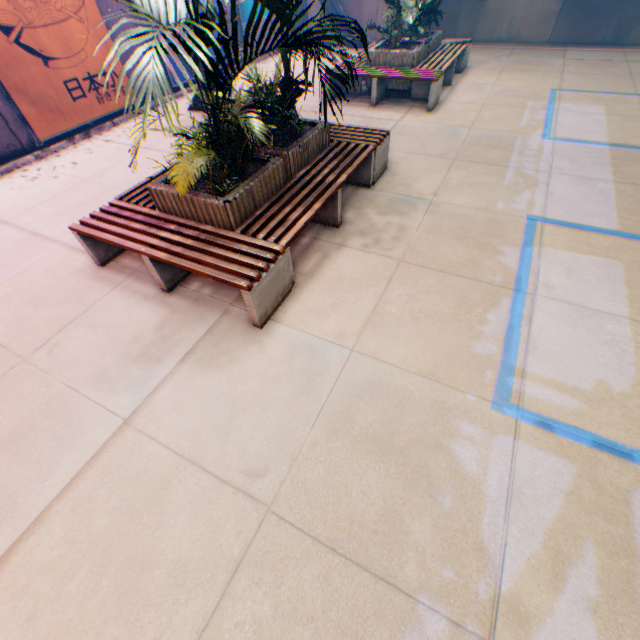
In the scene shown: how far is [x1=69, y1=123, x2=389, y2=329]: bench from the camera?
3.2 meters

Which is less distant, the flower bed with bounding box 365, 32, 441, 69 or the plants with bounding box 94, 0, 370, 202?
the plants with bounding box 94, 0, 370, 202

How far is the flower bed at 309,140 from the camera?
3.50m

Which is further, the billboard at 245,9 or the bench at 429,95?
the billboard at 245,9

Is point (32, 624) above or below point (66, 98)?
below

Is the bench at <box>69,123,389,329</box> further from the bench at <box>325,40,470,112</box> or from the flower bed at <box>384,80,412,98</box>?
the flower bed at <box>384,80,412,98</box>

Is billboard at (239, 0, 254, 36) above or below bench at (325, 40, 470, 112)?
above

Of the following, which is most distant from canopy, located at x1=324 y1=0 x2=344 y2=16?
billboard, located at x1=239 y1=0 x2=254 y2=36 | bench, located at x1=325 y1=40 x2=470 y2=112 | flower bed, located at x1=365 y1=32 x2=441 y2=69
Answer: flower bed, located at x1=365 y1=32 x2=441 y2=69
